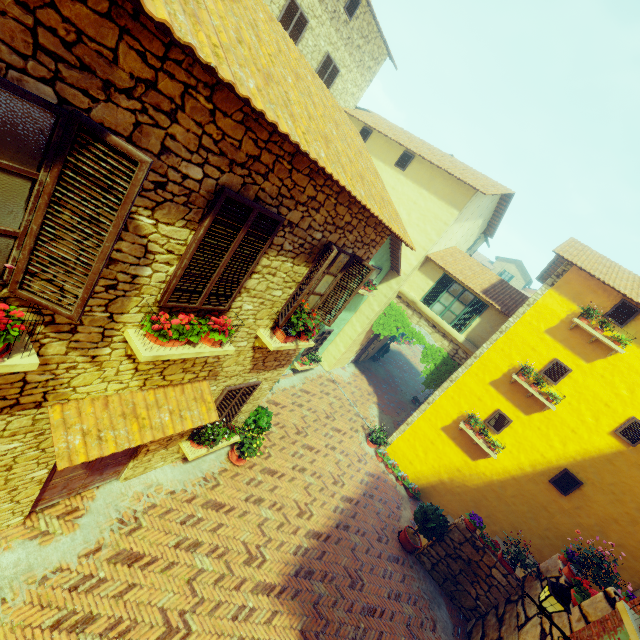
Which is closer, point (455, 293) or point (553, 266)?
point (455, 293)

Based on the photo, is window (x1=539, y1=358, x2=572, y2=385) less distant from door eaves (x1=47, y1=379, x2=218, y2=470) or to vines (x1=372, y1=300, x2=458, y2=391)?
vines (x1=372, y1=300, x2=458, y2=391)

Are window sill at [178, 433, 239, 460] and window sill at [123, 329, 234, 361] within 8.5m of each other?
yes

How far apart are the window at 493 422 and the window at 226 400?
8.5m

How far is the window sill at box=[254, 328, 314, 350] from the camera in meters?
6.1

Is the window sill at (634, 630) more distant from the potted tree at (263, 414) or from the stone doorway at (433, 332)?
the stone doorway at (433, 332)

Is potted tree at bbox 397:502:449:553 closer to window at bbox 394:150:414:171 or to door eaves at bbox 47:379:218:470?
window at bbox 394:150:414:171

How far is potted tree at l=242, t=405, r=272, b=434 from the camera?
8.9m
